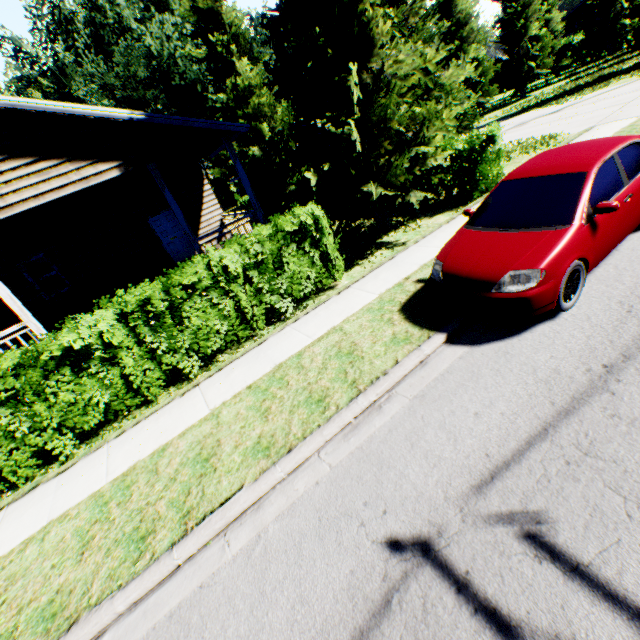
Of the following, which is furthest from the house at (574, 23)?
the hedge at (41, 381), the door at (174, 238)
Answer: the door at (174, 238)

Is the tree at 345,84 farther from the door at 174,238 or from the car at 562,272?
the door at 174,238

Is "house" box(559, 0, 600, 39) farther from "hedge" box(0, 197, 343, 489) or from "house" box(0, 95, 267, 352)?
"hedge" box(0, 197, 343, 489)

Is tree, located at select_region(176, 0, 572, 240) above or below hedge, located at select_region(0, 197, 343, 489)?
above

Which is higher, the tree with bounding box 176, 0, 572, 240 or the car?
the tree with bounding box 176, 0, 572, 240

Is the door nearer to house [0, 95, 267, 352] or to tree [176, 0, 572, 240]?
house [0, 95, 267, 352]

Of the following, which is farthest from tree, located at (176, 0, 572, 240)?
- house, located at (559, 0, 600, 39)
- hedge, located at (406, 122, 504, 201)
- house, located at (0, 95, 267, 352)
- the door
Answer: house, located at (559, 0, 600, 39)

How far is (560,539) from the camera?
2.48m
